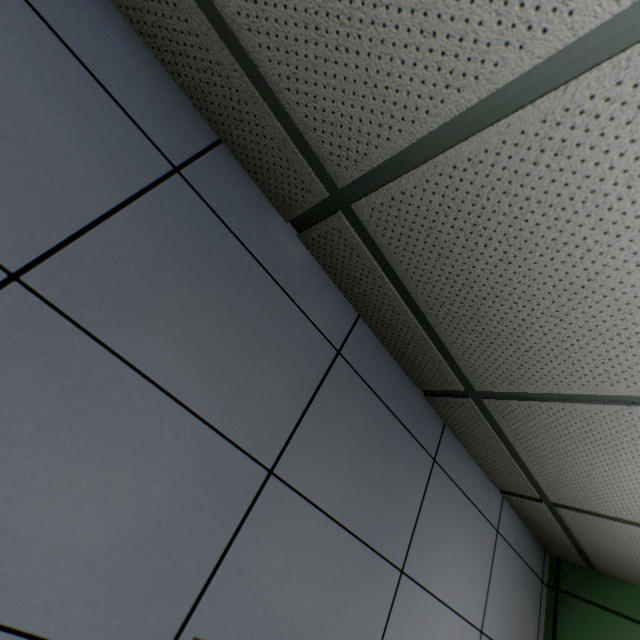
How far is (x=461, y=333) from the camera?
1.16m
